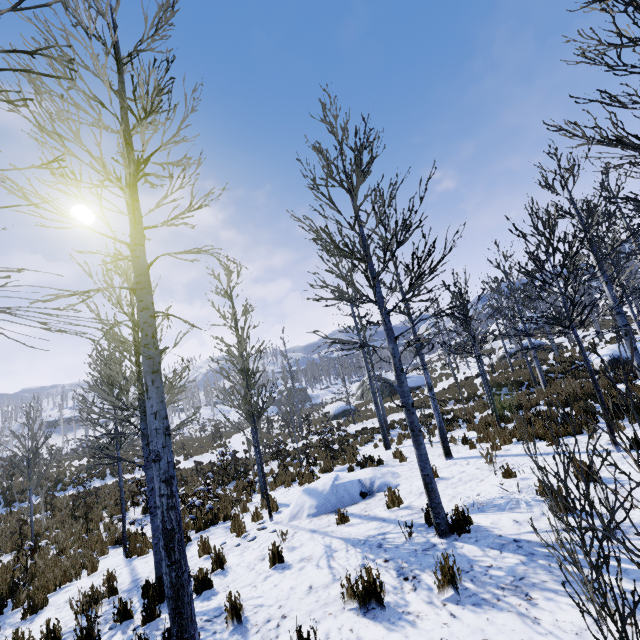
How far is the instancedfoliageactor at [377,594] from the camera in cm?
343

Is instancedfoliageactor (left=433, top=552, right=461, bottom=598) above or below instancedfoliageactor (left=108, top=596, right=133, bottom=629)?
above

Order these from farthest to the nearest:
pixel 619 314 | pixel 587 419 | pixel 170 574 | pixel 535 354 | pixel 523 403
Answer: pixel 535 354, pixel 523 403, pixel 619 314, pixel 170 574, pixel 587 419

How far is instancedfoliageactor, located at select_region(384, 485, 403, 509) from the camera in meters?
6.5

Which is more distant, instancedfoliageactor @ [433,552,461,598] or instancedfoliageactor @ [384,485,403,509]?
instancedfoliageactor @ [384,485,403,509]

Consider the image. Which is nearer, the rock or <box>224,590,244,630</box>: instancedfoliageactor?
<box>224,590,244,630</box>: instancedfoliageactor

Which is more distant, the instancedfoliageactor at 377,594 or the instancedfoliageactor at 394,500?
the instancedfoliageactor at 394,500

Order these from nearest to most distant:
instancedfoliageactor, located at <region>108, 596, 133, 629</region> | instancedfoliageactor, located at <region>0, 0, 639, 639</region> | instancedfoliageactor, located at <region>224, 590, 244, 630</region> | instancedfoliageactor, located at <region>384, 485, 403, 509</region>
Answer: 1. instancedfoliageactor, located at <region>0, 0, 639, 639</region>
2. instancedfoliageactor, located at <region>224, 590, 244, 630</region>
3. instancedfoliageactor, located at <region>108, 596, 133, 629</region>
4. instancedfoliageactor, located at <region>384, 485, 403, 509</region>
